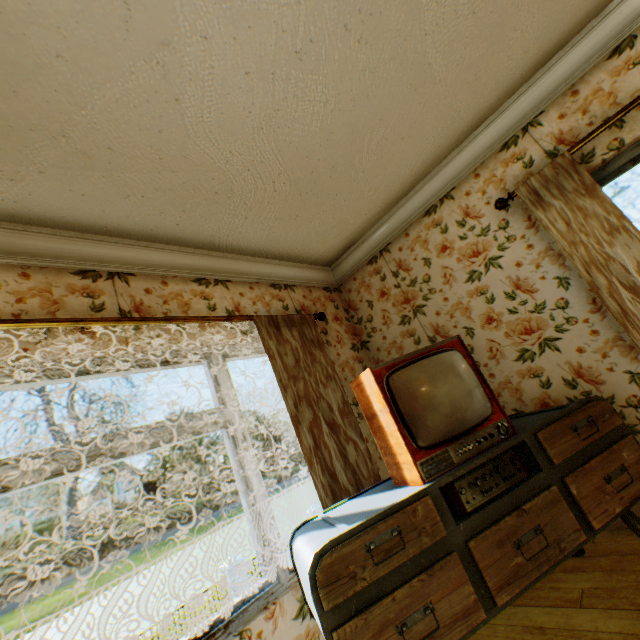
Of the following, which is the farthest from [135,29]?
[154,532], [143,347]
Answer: [154,532]

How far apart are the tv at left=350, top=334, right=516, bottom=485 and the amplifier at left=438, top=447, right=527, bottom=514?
0.1 meters

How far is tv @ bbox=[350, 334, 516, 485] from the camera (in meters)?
1.72

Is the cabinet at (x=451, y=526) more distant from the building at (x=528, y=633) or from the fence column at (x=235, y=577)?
the fence column at (x=235, y=577)

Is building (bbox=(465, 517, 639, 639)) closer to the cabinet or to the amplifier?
the cabinet

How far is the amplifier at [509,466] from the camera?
1.6m

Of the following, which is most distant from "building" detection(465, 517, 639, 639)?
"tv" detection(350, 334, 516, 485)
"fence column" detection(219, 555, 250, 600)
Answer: "fence column" detection(219, 555, 250, 600)

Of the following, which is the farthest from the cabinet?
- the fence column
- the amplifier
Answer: the fence column
